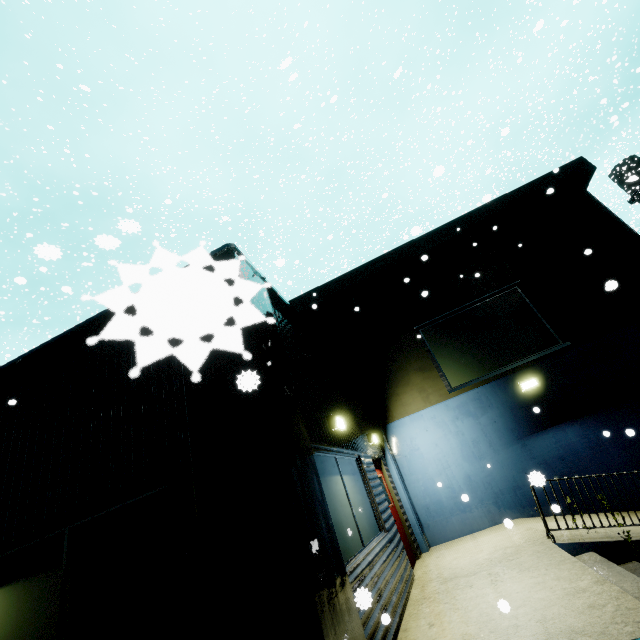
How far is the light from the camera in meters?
5.8 m

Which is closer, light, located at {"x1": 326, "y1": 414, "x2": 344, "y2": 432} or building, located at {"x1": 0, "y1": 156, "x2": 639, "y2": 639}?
building, located at {"x1": 0, "y1": 156, "x2": 639, "y2": 639}

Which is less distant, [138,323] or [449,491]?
[138,323]

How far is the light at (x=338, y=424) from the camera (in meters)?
5.78

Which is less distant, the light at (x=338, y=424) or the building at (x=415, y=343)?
the building at (x=415, y=343)
